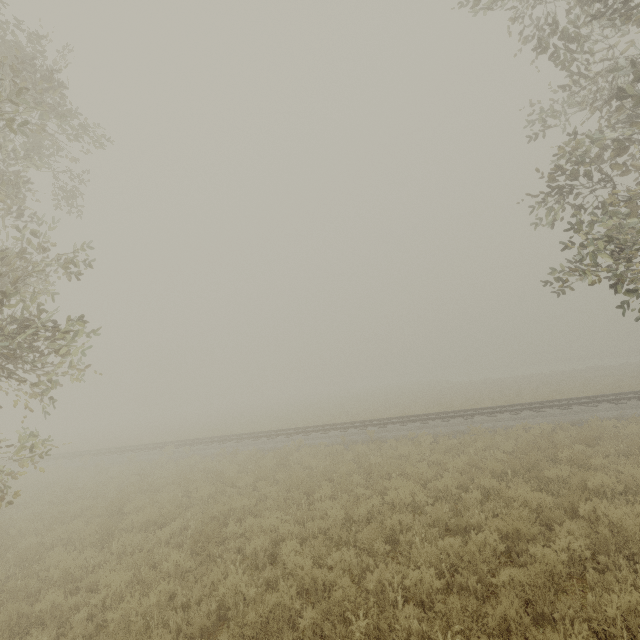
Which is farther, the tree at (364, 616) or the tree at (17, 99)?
the tree at (17, 99)

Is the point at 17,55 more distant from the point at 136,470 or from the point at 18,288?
the point at 136,470

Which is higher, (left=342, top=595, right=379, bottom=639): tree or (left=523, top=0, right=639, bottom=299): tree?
(left=523, top=0, right=639, bottom=299): tree

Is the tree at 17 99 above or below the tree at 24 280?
above

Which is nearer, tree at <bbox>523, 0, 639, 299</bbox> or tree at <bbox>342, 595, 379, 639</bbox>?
tree at <bbox>342, 595, 379, 639</bbox>
